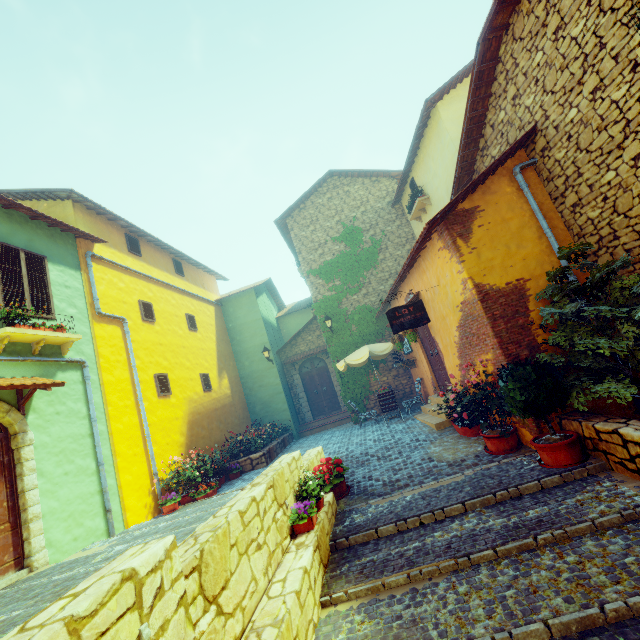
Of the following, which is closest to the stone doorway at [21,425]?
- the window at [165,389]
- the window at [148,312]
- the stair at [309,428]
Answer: the window at [165,389]

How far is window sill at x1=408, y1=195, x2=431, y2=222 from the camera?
11.9 meters

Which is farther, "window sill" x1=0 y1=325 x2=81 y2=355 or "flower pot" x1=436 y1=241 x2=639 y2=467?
"window sill" x1=0 y1=325 x2=81 y2=355

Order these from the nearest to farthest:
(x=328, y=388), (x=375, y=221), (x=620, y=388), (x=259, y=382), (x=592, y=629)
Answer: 1. (x=592, y=629)
2. (x=620, y=388)
3. (x=375, y=221)
4. (x=259, y=382)
5. (x=328, y=388)

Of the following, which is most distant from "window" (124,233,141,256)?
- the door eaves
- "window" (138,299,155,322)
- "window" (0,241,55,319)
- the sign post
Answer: the sign post

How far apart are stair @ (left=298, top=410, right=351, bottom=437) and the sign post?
8.5 meters

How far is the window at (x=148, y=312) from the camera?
10.3 meters

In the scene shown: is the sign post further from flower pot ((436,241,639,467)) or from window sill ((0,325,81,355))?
window sill ((0,325,81,355))
